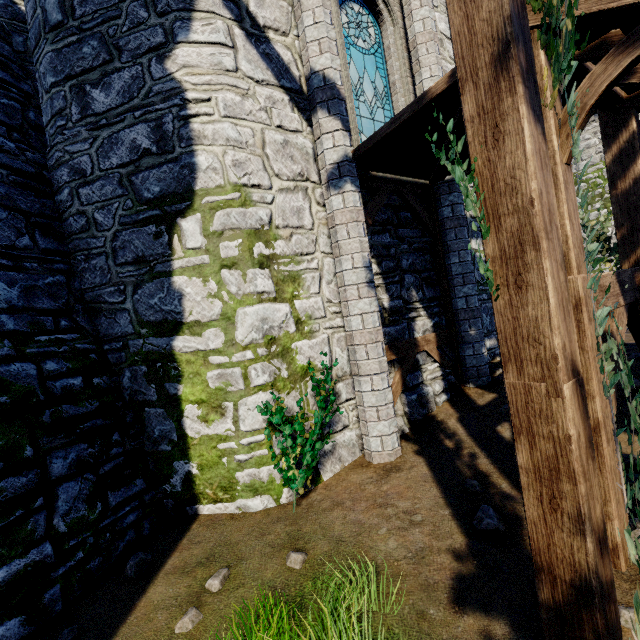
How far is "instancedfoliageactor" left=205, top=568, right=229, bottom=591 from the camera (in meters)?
3.32

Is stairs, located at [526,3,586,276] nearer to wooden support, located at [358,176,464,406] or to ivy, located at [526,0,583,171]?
ivy, located at [526,0,583,171]

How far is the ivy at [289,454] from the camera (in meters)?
4.36

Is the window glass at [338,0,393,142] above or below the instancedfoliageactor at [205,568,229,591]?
above

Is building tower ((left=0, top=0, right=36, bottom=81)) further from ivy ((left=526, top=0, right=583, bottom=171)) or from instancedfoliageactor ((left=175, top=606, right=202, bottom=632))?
instancedfoliageactor ((left=175, top=606, right=202, bottom=632))

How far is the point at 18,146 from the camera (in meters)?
5.24

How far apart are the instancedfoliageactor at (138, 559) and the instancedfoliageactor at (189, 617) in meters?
1.0

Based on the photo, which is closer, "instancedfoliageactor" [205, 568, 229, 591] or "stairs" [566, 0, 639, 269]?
"stairs" [566, 0, 639, 269]
